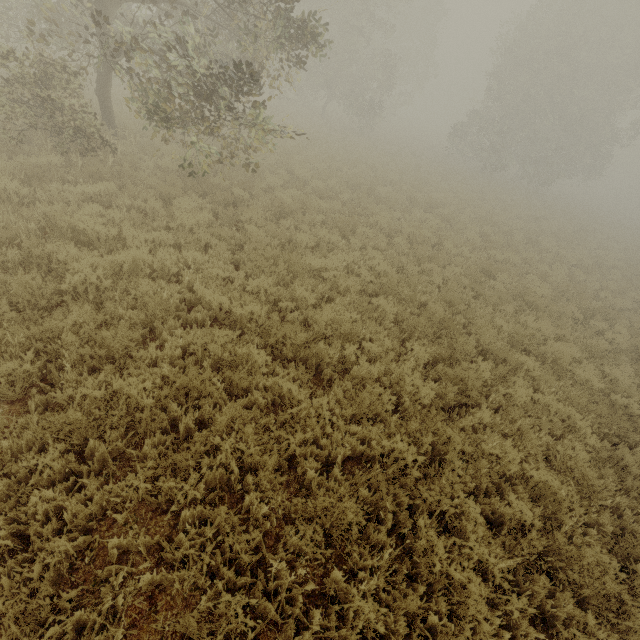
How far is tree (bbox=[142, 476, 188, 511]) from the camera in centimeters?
343cm

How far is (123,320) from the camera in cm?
507

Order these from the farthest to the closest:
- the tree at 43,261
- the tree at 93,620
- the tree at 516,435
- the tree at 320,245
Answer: the tree at 320,245, the tree at 43,261, the tree at 516,435, the tree at 93,620

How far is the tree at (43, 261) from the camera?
5.5 meters

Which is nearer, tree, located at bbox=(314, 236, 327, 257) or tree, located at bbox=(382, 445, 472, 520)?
tree, located at bbox=(382, 445, 472, 520)

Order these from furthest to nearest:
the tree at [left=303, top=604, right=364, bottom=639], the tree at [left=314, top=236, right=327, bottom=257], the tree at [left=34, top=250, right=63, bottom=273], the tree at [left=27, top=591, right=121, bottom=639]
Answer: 1. the tree at [left=314, top=236, right=327, bottom=257]
2. the tree at [left=34, top=250, right=63, bottom=273]
3. the tree at [left=303, top=604, right=364, bottom=639]
4. the tree at [left=27, top=591, right=121, bottom=639]
